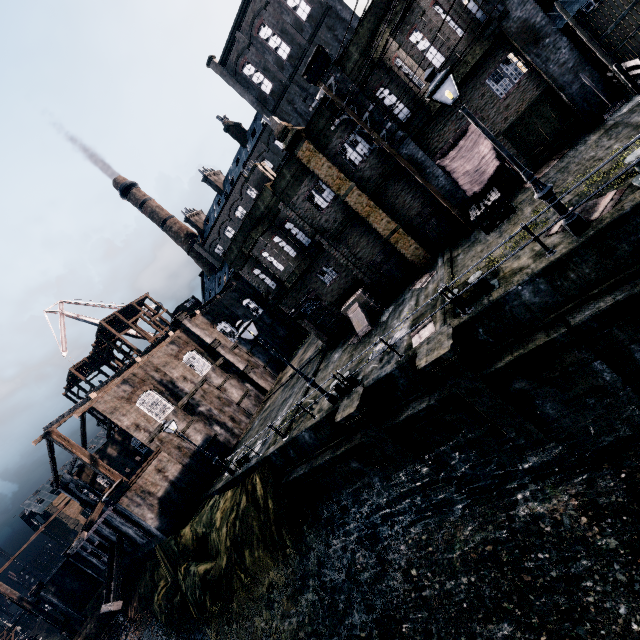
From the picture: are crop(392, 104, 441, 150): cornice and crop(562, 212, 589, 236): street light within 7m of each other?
no

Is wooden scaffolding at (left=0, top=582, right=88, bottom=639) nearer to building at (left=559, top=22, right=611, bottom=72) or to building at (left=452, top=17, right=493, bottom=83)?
building at (left=452, top=17, right=493, bottom=83)

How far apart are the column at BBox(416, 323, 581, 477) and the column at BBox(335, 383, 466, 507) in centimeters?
295cm

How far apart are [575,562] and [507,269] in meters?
9.1

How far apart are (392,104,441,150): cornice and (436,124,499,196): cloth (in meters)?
1.34

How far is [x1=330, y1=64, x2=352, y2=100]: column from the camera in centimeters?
1524cm

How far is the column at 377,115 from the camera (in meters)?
15.55

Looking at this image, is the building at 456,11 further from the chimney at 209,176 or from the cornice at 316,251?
the chimney at 209,176
